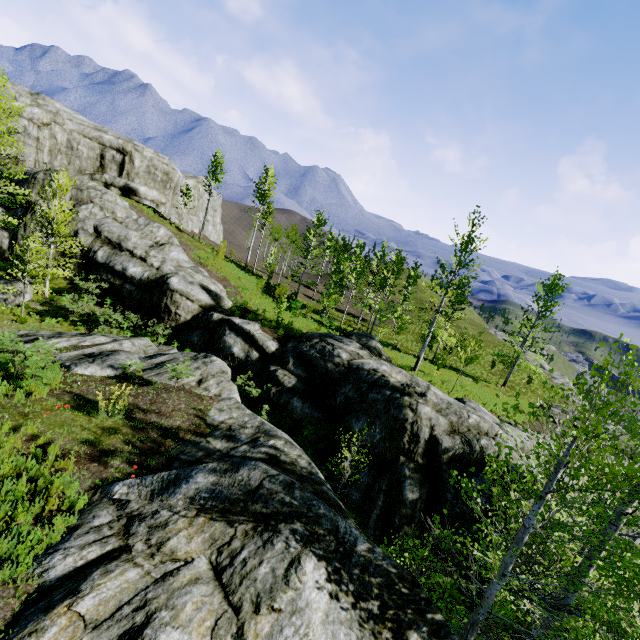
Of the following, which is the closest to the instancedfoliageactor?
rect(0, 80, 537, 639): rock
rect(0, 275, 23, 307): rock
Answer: rect(0, 80, 537, 639): rock

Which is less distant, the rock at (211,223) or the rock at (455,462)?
the rock at (455,462)

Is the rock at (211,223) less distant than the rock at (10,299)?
No

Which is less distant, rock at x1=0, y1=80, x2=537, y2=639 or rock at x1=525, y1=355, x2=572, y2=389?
rock at x1=0, y1=80, x2=537, y2=639

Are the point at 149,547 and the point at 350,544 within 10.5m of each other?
yes

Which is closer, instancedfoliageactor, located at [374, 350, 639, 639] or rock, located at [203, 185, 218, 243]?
Result: instancedfoliageactor, located at [374, 350, 639, 639]
